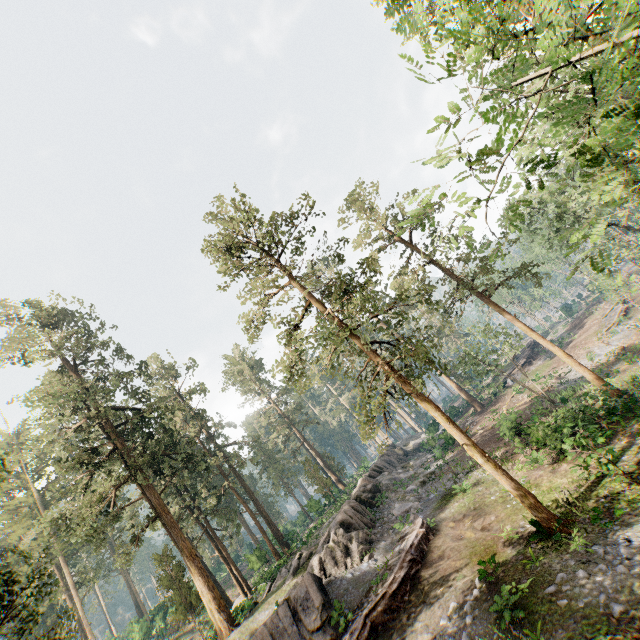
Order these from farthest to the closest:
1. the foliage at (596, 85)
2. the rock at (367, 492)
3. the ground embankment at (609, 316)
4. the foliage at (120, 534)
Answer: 1. the ground embankment at (609, 316)
2. the foliage at (120, 534)
3. the rock at (367, 492)
4. the foliage at (596, 85)

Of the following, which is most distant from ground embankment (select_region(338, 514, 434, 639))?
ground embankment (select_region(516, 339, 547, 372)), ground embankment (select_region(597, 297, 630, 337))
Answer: ground embankment (select_region(597, 297, 630, 337))

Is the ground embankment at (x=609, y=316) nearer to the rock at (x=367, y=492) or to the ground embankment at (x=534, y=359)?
the ground embankment at (x=534, y=359)

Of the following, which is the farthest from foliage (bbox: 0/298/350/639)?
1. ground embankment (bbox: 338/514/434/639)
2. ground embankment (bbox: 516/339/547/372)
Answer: ground embankment (bbox: 516/339/547/372)

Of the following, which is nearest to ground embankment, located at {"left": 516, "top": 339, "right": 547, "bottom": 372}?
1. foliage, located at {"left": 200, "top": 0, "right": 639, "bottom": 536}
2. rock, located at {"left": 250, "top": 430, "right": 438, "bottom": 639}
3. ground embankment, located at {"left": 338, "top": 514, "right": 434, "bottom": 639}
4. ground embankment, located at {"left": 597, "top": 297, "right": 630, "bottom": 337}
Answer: foliage, located at {"left": 200, "top": 0, "right": 639, "bottom": 536}

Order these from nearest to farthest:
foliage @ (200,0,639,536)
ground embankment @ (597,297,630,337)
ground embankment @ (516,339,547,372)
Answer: foliage @ (200,0,639,536), ground embankment @ (597,297,630,337), ground embankment @ (516,339,547,372)

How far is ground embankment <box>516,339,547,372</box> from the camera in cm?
4622

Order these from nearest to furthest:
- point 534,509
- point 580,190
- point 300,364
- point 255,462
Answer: point 580,190
point 534,509
point 300,364
point 255,462
